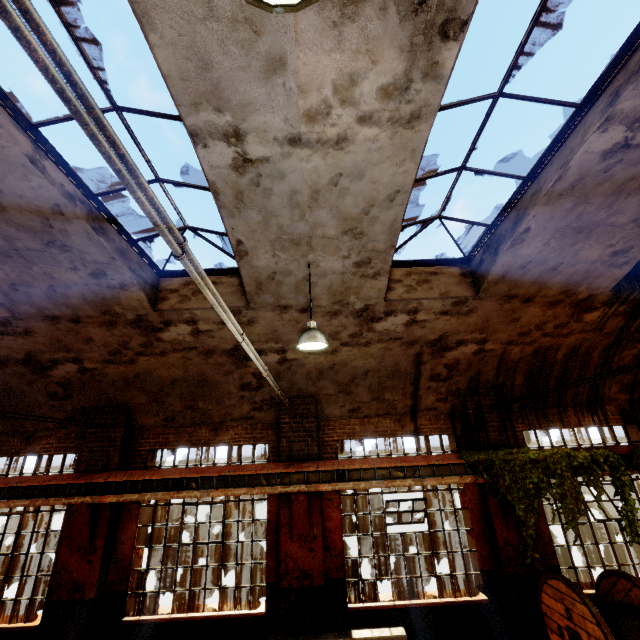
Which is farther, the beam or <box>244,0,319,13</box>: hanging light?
the beam

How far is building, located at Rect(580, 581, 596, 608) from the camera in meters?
7.2

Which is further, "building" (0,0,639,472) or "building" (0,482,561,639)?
"building" (0,482,561,639)

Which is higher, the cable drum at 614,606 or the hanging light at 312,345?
the hanging light at 312,345

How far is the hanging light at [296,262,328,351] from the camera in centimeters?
519cm

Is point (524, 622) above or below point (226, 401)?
below

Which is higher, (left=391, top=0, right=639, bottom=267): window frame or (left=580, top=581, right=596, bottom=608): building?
(left=391, top=0, right=639, bottom=267): window frame

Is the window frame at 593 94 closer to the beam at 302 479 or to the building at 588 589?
the building at 588 589
